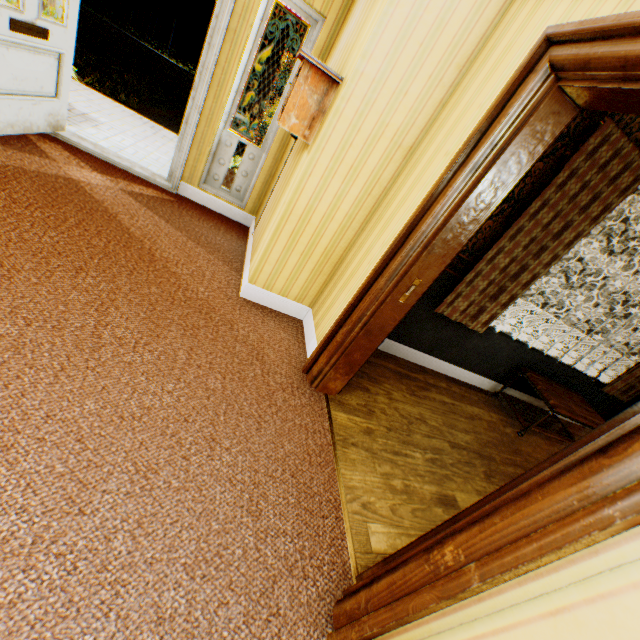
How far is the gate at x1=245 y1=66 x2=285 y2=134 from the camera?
13.09m

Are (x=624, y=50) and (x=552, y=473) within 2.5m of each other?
yes

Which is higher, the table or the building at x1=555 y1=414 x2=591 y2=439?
the table

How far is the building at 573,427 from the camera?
4.8 meters

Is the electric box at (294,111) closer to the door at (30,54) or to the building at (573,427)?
the building at (573,427)

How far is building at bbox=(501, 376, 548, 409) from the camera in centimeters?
431cm

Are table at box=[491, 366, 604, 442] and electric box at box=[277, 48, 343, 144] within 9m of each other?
yes

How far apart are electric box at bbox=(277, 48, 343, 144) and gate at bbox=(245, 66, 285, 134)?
13.2m
